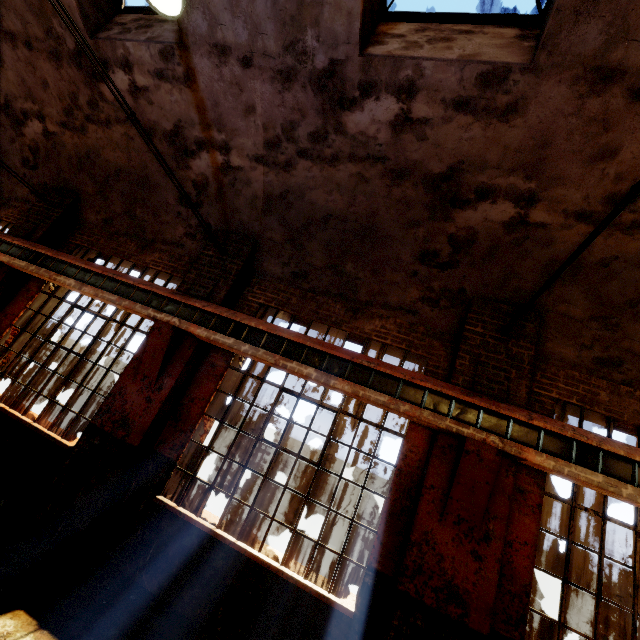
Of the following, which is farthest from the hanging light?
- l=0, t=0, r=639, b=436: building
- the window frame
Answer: the window frame

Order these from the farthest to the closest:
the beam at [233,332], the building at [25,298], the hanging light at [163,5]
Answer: the building at [25,298]
the beam at [233,332]
the hanging light at [163,5]

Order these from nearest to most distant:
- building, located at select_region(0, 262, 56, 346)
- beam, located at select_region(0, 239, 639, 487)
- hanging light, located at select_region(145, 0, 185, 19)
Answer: hanging light, located at select_region(145, 0, 185, 19) < beam, located at select_region(0, 239, 639, 487) < building, located at select_region(0, 262, 56, 346)

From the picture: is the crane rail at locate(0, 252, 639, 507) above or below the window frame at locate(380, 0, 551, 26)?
below

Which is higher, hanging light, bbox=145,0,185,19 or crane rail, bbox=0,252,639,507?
hanging light, bbox=145,0,185,19

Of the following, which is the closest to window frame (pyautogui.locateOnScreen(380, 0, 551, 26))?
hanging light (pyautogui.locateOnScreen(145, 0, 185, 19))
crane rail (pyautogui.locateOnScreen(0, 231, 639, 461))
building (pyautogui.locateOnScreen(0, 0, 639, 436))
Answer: building (pyautogui.locateOnScreen(0, 0, 639, 436))

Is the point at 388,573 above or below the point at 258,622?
above

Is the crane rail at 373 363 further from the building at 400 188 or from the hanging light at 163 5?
the hanging light at 163 5
